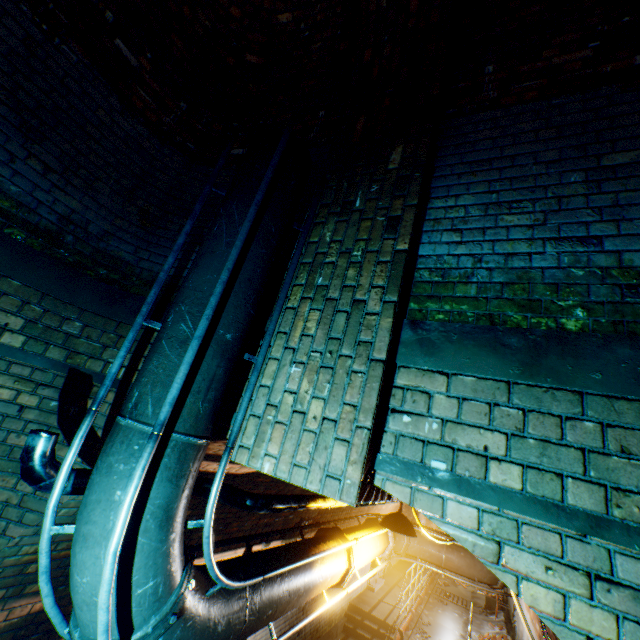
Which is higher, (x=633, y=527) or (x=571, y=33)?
(x=571, y=33)

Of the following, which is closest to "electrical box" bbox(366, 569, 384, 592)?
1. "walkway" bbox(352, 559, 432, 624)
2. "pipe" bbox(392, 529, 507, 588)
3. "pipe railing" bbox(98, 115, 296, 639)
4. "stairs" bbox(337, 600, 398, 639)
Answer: "walkway" bbox(352, 559, 432, 624)

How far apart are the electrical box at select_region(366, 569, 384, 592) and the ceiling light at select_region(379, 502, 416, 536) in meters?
8.7 m

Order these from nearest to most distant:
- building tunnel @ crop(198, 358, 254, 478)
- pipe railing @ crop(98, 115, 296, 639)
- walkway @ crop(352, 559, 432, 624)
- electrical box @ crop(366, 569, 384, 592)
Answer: pipe railing @ crop(98, 115, 296, 639)
building tunnel @ crop(198, 358, 254, 478)
walkway @ crop(352, 559, 432, 624)
electrical box @ crop(366, 569, 384, 592)

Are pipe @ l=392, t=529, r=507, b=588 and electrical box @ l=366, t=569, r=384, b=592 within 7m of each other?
yes

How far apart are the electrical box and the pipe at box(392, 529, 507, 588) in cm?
611

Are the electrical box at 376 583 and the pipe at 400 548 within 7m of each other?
yes

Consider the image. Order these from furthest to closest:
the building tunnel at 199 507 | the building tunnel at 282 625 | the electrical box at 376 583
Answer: the electrical box at 376 583, the building tunnel at 282 625, the building tunnel at 199 507
